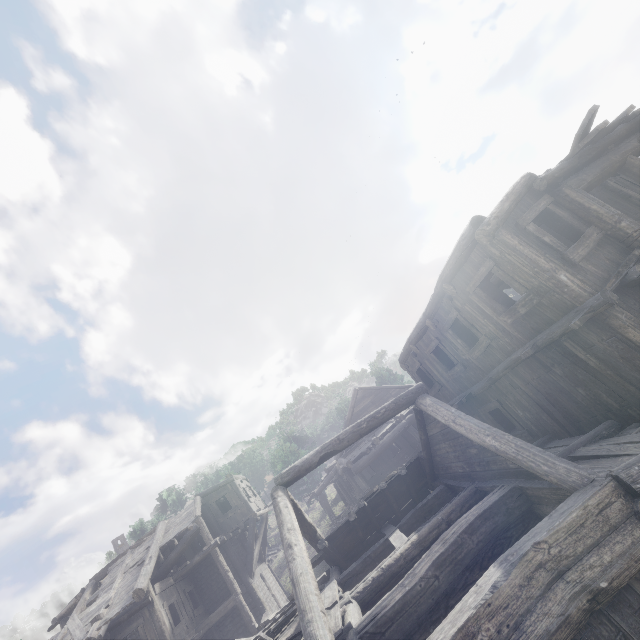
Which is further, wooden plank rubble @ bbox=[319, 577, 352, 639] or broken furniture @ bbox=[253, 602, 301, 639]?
broken furniture @ bbox=[253, 602, 301, 639]

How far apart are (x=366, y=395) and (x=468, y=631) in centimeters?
2029cm

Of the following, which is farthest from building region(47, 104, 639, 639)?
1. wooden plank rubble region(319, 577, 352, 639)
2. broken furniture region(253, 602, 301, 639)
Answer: broken furniture region(253, 602, 301, 639)

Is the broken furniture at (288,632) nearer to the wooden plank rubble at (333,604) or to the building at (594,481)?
the wooden plank rubble at (333,604)

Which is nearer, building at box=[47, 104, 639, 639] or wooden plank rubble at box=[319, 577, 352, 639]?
building at box=[47, 104, 639, 639]

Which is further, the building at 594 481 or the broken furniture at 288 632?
the broken furniture at 288 632

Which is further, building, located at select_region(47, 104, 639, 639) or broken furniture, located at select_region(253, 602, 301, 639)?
broken furniture, located at select_region(253, 602, 301, 639)

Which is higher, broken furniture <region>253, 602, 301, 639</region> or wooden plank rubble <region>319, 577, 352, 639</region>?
broken furniture <region>253, 602, 301, 639</region>
